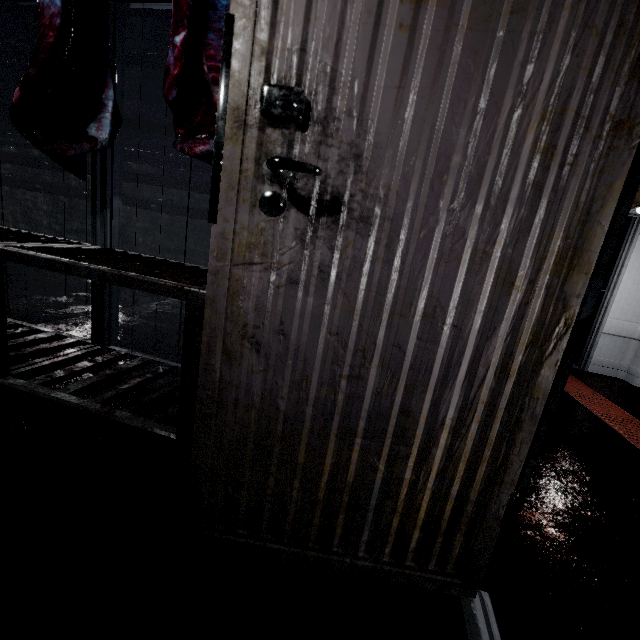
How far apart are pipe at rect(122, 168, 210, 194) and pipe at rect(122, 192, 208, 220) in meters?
0.1 m

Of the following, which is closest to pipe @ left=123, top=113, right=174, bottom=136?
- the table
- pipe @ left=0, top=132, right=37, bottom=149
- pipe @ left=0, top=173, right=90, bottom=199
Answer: pipe @ left=0, top=132, right=37, bottom=149

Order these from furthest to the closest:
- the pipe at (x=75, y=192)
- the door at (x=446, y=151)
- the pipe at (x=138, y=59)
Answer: the pipe at (x=75, y=192) → the pipe at (x=138, y=59) → the door at (x=446, y=151)

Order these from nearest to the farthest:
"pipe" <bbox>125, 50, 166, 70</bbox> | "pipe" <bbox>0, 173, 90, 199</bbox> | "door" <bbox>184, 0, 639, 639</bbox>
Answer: "door" <bbox>184, 0, 639, 639</bbox> < "pipe" <bbox>125, 50, 166, 70</bbox> < "pipe" <bbox>0, 173, 90, 199</bbox>

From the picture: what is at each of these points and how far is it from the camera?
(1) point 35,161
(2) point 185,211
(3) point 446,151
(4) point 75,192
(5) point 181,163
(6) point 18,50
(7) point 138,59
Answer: (1) pipe, 5.3 meters
(2) pipe, 4.9 meters
(3) door, 0.7 meters
(4) pipe, 5.3 meters
(5) pipe, 4.8 meters
(6) pipe, 5.0 meters
(7) pipe, 4.6 meters

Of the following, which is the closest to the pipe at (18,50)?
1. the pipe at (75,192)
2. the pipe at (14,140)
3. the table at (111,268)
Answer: the pipe at (14,140)

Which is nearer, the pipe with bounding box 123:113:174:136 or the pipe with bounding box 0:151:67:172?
the pipe with bounding box 123:113:174:136

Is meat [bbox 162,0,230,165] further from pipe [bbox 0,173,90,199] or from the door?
pipe [bbox 0,173,90,199]
